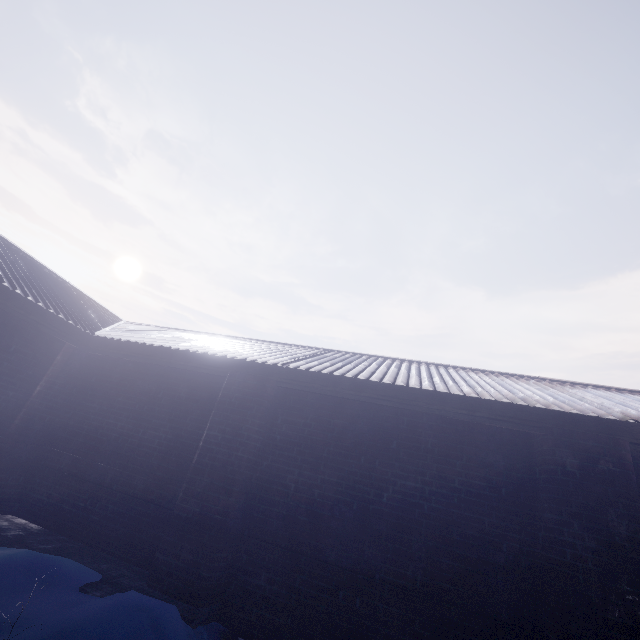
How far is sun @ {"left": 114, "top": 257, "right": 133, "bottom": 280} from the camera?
58.2 meters

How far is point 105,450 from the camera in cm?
383

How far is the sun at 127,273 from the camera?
58.2 meters
